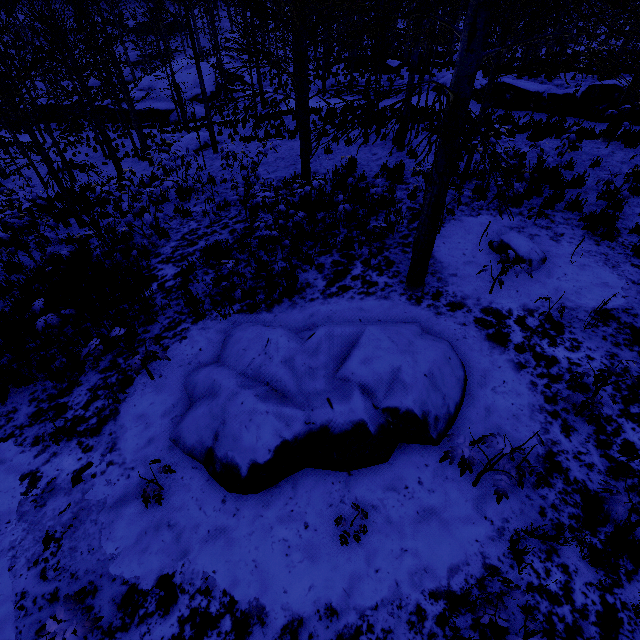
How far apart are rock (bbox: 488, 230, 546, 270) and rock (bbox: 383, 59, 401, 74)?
22.9m

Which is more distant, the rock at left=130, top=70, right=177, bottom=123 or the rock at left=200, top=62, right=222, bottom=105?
the rock at left=200, top=62, right=222, bottom=105

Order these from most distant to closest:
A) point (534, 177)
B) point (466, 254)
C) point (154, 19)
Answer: point (154, 19) → point (534, 177) → point (466, 254)

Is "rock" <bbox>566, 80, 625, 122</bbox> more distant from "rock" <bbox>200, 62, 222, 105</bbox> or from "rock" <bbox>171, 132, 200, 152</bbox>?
"rock" <bbox>200, 62, 222, 105</bbox>

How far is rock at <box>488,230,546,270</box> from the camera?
6.0 meters

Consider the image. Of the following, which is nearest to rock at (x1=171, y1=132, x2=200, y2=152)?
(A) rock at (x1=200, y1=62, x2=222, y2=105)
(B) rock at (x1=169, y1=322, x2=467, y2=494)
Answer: (A) rock at (x1=200, y1=62, x2=222, y2=105)

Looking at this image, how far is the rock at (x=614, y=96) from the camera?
13.5m

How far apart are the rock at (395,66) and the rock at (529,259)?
22.9m
